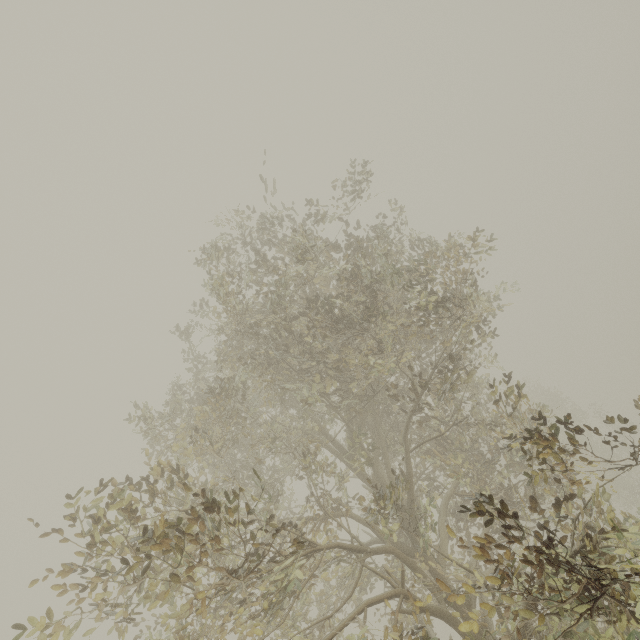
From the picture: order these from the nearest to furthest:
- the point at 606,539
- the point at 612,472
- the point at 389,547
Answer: the point at 606,539 < the point at 389,547 < the point at 612,472
